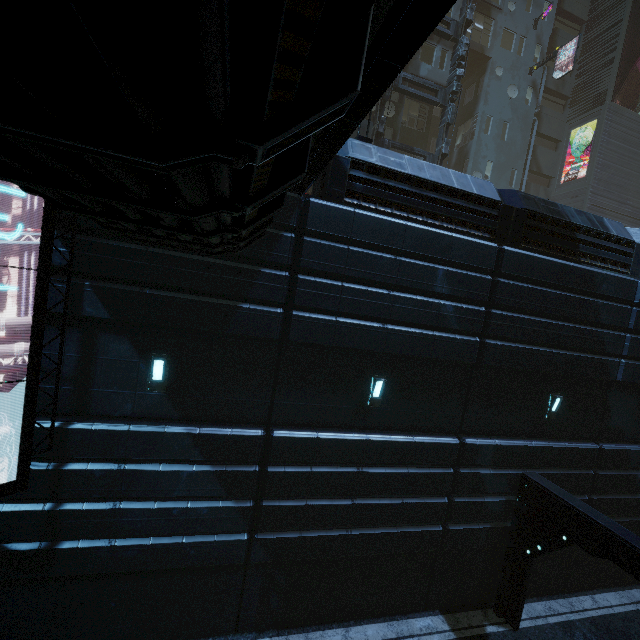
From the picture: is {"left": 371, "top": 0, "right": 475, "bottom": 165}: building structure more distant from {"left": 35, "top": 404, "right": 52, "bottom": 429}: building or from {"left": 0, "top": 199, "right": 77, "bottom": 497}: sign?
{"left": 0, "top": 199, "right": 77, "bottom": 497}: sign

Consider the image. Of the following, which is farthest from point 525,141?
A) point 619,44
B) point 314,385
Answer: point 314,385

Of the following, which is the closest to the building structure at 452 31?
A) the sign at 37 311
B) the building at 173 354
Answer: the building at 173 354

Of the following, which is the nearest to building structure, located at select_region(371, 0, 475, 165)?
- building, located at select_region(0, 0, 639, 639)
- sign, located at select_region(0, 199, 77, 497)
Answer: building, located at select_region(0, 0, 639, 639)

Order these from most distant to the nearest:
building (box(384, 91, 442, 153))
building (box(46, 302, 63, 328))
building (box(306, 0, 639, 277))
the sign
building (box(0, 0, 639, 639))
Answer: building (box(384, 91, 442, 153)) → building (box(306, 0, 639, 277)) → building (box(46, 302, 63, 328)) → the sign → building (box(0, 0, 639, 639))

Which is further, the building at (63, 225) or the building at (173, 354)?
the building at (63, 225)
